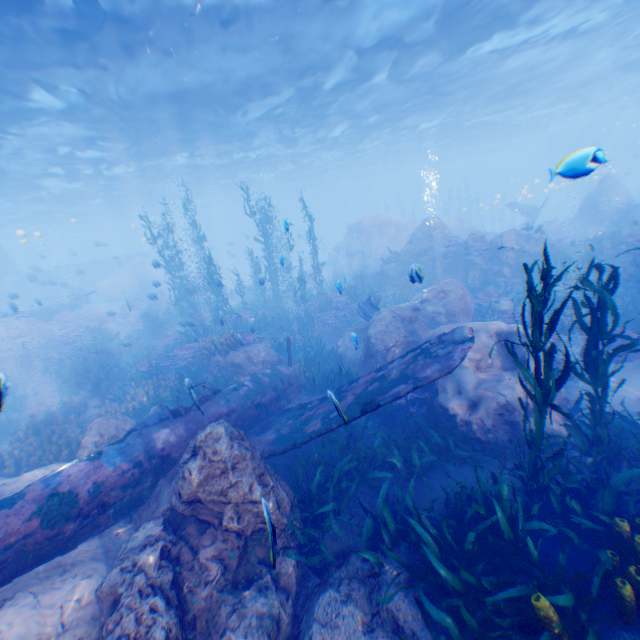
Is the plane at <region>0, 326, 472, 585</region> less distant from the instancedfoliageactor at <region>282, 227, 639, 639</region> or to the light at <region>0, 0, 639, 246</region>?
the instancedfoliageactor at <region>282, 227, 639, 639</region>

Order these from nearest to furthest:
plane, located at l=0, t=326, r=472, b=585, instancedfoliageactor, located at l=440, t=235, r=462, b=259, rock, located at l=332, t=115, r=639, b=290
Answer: plane, located at l=0, t=326, r=472, b=585
rock, located at l=332, t=115, r=639, b=290
instancedfoliageactor, located at l=440, t=235, r=462, b=259

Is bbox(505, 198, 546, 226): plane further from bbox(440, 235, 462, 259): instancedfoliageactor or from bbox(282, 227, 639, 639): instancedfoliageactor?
bbox(440, 235, 462, 259): instancedfoliageactor

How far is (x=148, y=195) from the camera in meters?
38.3 m

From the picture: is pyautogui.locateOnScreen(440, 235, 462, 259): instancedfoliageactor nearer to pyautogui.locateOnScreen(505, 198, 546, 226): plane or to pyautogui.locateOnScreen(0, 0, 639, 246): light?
pyautogui.locateOnScreen(505, 198, 546, 226): plane

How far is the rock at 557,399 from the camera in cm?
700

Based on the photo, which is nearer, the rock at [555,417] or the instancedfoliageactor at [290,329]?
the rock at [555,417]

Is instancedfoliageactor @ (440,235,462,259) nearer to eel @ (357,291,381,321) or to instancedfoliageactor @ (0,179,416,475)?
instancedfoliageactor @ (0,179,416,475)
